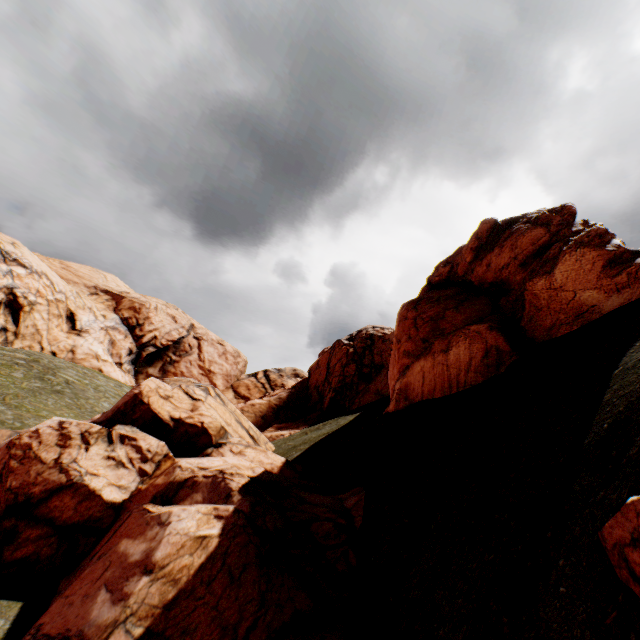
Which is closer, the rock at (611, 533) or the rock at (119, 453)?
the rock at (611, 533)

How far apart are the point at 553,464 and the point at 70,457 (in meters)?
14.89

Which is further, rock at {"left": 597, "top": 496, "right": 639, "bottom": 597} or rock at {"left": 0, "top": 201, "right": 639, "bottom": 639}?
rock at {"left": 0, "top": 201, "right": 639, "bottom": 639}
